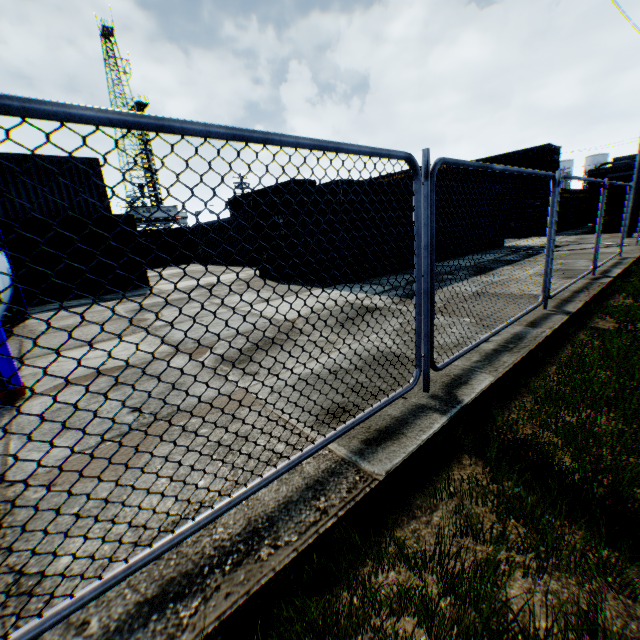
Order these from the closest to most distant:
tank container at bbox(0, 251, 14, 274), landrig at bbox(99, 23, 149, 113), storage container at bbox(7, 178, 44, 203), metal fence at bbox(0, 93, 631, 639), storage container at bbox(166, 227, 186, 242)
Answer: metal fence at bbox(0, 93, 631, 639) → tank container at bbox(0, 251, 14, 274) → storage container at bbox(7, 178, 44, 203) → storage container at bbox(166, 227, 186, 242) → landrig at bbox(99, 23, 149, 113)

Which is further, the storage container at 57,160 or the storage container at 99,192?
the storage container at 99,192

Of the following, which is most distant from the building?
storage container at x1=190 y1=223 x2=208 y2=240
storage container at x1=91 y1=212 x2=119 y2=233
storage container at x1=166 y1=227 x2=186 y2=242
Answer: storage container at x1=91 y1=212 x2=119 y2=233

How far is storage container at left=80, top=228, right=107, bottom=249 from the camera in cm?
1228

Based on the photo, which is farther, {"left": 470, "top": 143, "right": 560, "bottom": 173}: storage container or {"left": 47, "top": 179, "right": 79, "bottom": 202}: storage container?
{"left": 470, "top": 143, "right": 560, "bottom": 173}: storage container

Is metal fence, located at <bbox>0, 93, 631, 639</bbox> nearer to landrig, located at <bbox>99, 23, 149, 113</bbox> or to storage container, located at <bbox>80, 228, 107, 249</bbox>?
storage container, located at <bbox>80, 228, 107, 249</bbox>

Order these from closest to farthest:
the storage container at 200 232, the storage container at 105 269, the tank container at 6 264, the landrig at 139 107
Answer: the tank container at 6 264 → the storage container at 105 269 → the storage container at 200 232 → the landrig at 139 107

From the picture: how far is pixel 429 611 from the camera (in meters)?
1.47
